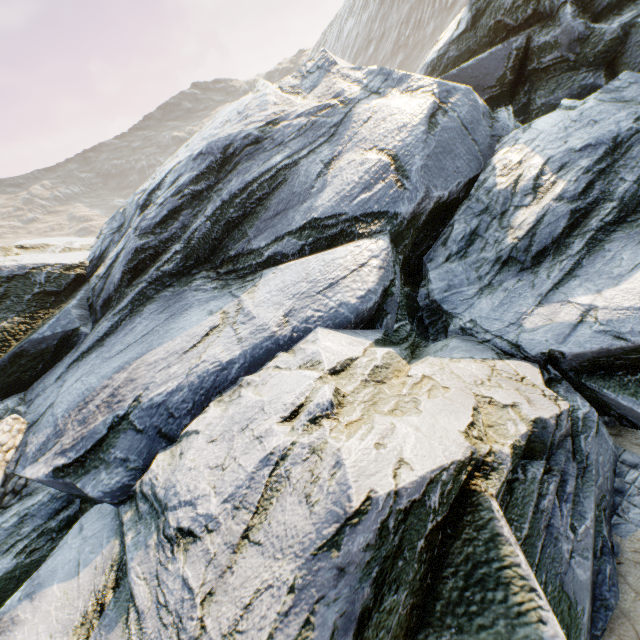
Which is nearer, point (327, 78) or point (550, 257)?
point (550, 257)
